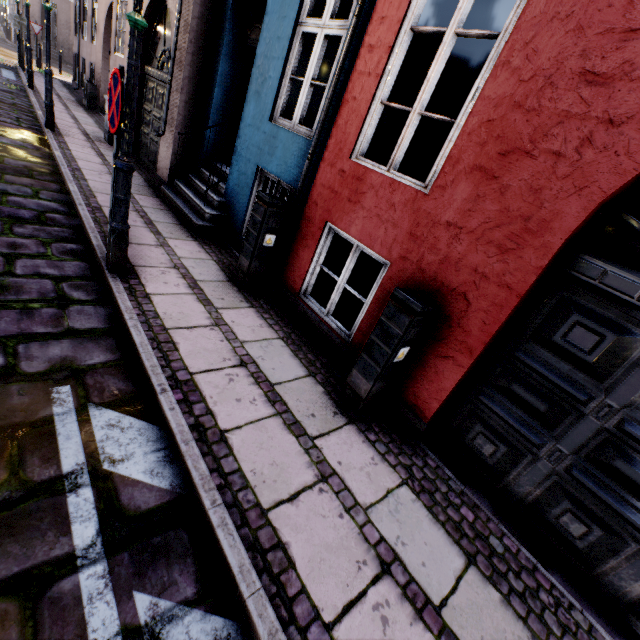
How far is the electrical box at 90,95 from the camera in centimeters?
1200cm

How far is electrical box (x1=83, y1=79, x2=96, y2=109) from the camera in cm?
1200

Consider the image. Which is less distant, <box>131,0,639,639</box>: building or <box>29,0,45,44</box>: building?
<box>131,0,639,639</box>: building

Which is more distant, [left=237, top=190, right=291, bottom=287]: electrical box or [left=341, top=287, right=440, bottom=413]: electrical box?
[left=237, top=190, right=291, bottom=287]: electrical box

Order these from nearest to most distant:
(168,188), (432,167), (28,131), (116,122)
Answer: (116,122)
(432,167)
(168,188)
(28,131)

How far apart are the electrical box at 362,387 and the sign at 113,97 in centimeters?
288cm

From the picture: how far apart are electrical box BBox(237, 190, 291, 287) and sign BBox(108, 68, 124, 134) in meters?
1.5

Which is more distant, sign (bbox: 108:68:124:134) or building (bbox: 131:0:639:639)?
sign (bbox: 108:68:124:134)
